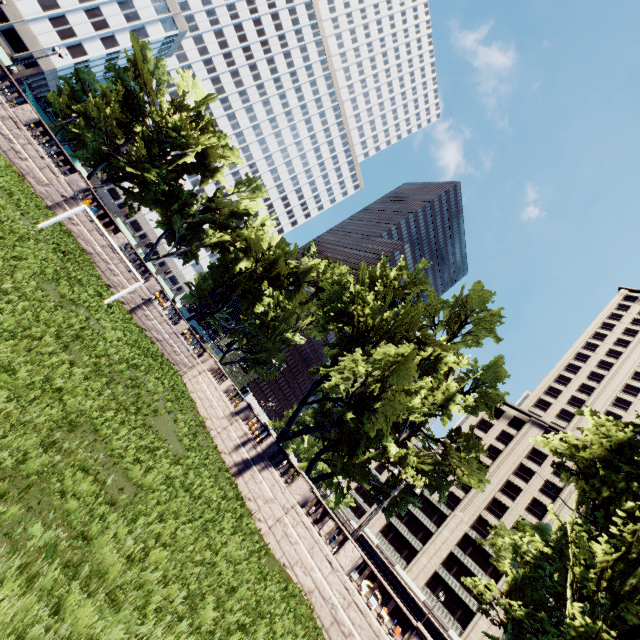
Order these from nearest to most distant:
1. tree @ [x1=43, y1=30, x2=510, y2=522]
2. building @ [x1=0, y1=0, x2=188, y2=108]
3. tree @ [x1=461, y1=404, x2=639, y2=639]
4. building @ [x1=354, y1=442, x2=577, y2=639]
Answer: tree @ [x1=461, y1=404, x2=639, y2=639] → tree @ [x1=43, y1=30, x2=510, y2=522] → building @ [x1=354, y1=442, x2=577, y2=639] → building @ [x1=0, y1=0, x2=188, y2=108]

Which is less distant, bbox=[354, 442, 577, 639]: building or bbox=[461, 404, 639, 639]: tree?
bbox=[461, 404, 639, 639]: tree

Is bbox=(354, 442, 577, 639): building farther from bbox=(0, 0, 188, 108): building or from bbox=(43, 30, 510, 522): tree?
bbox=(0, 0, 188, 108): building

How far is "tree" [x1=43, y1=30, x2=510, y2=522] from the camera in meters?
26.8 m

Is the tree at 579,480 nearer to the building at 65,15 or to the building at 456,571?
the building at 65,15

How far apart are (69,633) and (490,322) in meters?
31.9

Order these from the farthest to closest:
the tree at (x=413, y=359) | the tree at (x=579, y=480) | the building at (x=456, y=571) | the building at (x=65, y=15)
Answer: the building at (x=65, y=15), the building at (x=456, y=571), the tree at (x=413, y=359), the tree at (x=579, y=480)
